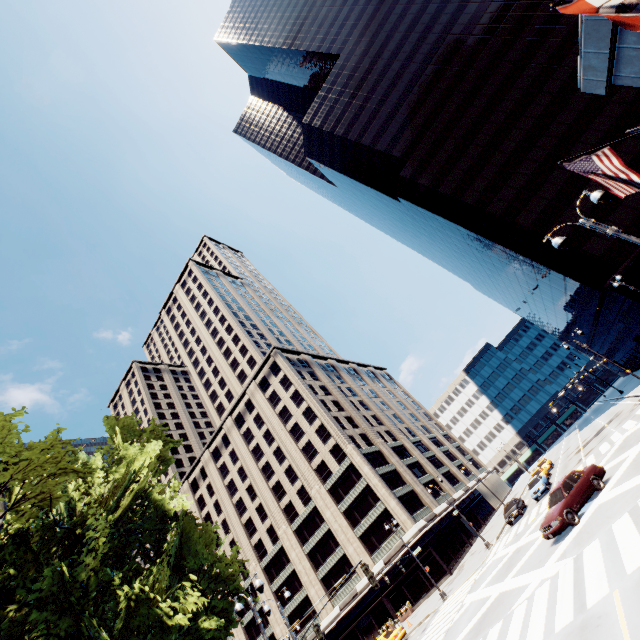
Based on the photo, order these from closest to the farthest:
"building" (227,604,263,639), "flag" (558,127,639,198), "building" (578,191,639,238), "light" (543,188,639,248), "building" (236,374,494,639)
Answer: "flag" (558,127,639,198) < "light" (543,188,639,248) < "building" (578,191,639,238) < "building" (236,374,494,639) < "building" (227,604,263,639)

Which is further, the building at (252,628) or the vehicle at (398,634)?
the building at (252,628)

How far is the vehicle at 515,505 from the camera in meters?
32.2

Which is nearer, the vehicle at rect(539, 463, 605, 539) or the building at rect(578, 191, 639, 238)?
the vehicle at rect(539, 463, 605, 539)

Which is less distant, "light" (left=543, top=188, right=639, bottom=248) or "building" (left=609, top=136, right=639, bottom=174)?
"light" (left=543, top=188, right=639, bottom=248)

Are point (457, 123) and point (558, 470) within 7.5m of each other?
no

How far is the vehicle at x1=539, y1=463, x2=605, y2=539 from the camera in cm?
1591

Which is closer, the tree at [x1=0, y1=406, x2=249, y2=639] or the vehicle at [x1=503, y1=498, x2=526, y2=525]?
the tree at [x1=0, y1=406, x2=249, y2=639]
